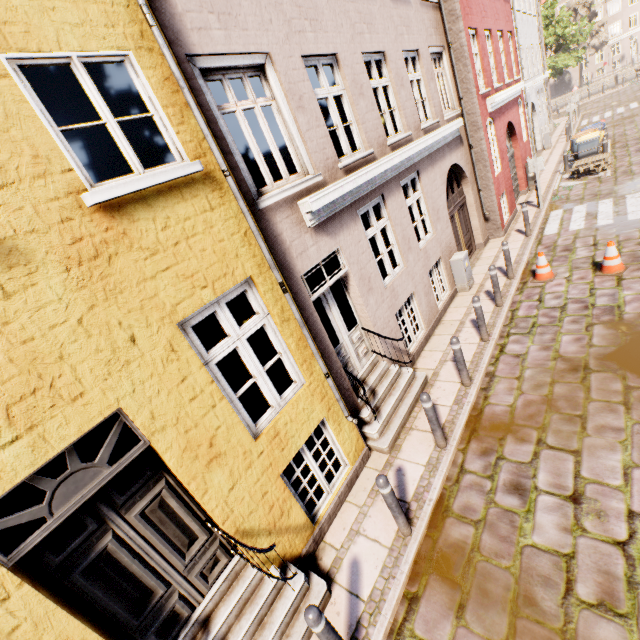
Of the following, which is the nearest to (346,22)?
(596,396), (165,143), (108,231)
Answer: (165,143)

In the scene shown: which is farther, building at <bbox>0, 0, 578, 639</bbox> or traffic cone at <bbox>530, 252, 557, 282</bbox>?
traffic cone at <bbox>530, 252, 557, 282</bbox>

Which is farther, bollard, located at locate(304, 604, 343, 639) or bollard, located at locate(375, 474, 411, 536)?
bollard, located at locate(375, 474, 411, 536)

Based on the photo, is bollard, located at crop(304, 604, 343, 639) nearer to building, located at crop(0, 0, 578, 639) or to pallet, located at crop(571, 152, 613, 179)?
building, located at crop(0, 0, 578, 639)

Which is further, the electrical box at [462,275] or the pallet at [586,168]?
the pallet at [586,168]

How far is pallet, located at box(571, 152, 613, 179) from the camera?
13.6 meters

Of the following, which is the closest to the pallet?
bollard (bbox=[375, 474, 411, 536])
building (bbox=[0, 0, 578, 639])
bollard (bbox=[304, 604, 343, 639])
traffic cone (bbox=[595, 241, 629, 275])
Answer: building (bbox=[0, 0, 578, 639])

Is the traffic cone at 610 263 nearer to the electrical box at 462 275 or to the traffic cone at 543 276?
the traffic cone at 543 276
